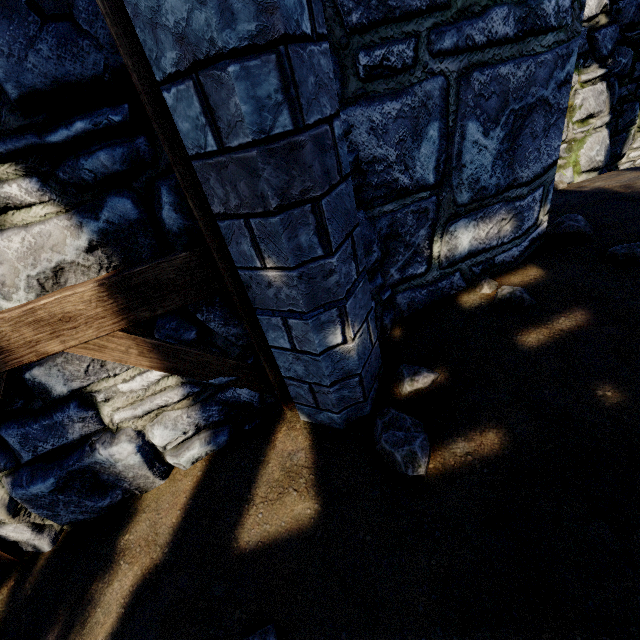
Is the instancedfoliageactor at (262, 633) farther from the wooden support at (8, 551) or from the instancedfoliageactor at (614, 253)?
the instancedfoliageactor at (614, 253)

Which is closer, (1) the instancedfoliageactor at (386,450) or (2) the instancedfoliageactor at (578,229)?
(1) the instancedfoliageactor at (386,450)

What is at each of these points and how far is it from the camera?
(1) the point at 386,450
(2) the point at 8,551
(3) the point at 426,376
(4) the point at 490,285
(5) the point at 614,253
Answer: (1) instancedfoliageactor, 1.7 meters
(2) wooden support, 2.2 meters
(3) instancedfoliageactor, 2.0 meters
(4) instancedfoliageactor, 2.5 meters
(5) instancedfoliageactor, 2.4 meters

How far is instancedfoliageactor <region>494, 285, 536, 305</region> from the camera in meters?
2.2 m

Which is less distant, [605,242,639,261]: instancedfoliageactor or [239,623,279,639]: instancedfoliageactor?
[239,623,279,639]: instancedfoliageactor

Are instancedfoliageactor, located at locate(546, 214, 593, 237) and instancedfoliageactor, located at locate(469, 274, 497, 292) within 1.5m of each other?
yes

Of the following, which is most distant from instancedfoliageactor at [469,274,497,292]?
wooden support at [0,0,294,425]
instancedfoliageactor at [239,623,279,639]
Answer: instancedfoliageactor at [239,623,279,639]

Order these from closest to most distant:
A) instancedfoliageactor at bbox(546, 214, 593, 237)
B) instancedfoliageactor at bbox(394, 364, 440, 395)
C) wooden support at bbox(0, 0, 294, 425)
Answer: wooden support at bbox(0, 0, 294, 425), instancedfoliageactor at bbox(394, 364, 440, 395), instancedfoliageactor at bbox(546, 214, 593, 237)
